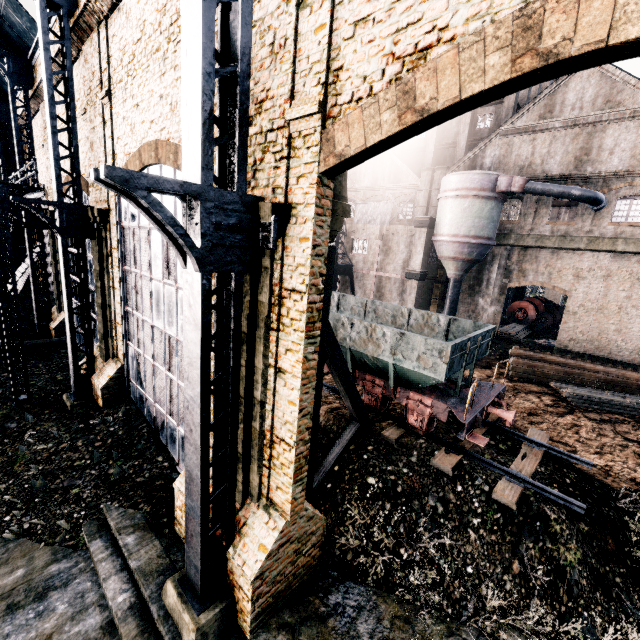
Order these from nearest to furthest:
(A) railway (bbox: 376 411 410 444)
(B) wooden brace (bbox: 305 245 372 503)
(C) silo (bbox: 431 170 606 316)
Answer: (B) wooden brace (bbox: 305 245 372 503), (A) railway (bbox: 376 411 410 444), (C) silo (bbox: 431 170 606 316)

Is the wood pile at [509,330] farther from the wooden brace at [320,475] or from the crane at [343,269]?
the wooden brace at [320,475]

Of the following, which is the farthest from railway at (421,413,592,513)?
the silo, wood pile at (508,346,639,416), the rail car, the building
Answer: the silo

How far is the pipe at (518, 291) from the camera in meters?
39.1 m

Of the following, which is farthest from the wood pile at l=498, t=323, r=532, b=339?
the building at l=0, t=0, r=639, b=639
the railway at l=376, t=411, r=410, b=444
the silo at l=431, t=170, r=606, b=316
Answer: the railway at l=376, t=411, r=410, b=444

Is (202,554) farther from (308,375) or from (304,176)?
(304,176)

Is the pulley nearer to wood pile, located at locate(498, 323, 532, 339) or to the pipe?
wood pile, located at locate(498, 323, 532, 339)

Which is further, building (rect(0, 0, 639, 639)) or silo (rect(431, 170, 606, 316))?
silo (rect(431, 170, 606, 316))
